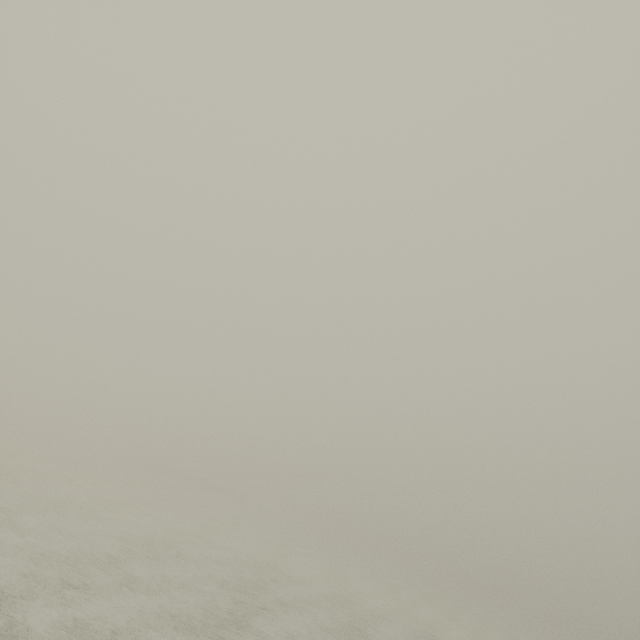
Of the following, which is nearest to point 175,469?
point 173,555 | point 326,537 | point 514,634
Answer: point 326,537
